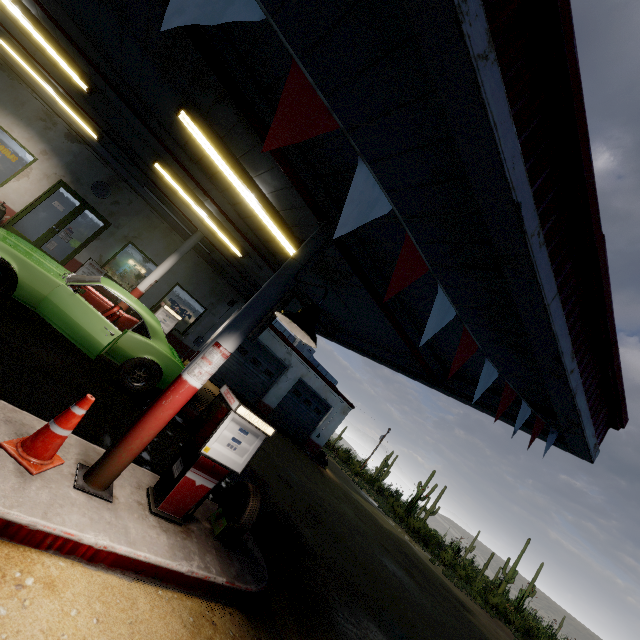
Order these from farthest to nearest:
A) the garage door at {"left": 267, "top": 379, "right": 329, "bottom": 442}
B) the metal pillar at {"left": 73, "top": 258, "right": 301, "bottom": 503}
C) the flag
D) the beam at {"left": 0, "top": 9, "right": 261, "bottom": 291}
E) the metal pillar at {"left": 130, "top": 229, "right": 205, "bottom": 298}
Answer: the garage door at {"left": 267, "top": 379, "right": 329, "bottom": 442} < the metal pillar at {"left": 130, "top": 229, "right": 205, "bottom": 298} < the beam at {"left": 0, "top": 9, "right": 261, "bottom": 291} < the metal pillar at {"left": 73, "top": 258, "right": 301, "bottom": 503} < the flag

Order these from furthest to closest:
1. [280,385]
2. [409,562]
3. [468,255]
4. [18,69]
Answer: [280,385], [409,562], [18,69], [468,255]

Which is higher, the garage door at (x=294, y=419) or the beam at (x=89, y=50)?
the beam at (x=89, y=50)

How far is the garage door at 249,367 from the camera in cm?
1662

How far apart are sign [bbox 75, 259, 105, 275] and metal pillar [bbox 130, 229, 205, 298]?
2.90m

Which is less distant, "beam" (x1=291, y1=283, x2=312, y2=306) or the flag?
the flag

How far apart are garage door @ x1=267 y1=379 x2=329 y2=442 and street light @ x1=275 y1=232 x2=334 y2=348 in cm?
1576

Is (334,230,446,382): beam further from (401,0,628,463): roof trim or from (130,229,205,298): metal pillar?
(130,229,205,298): metal pillar
